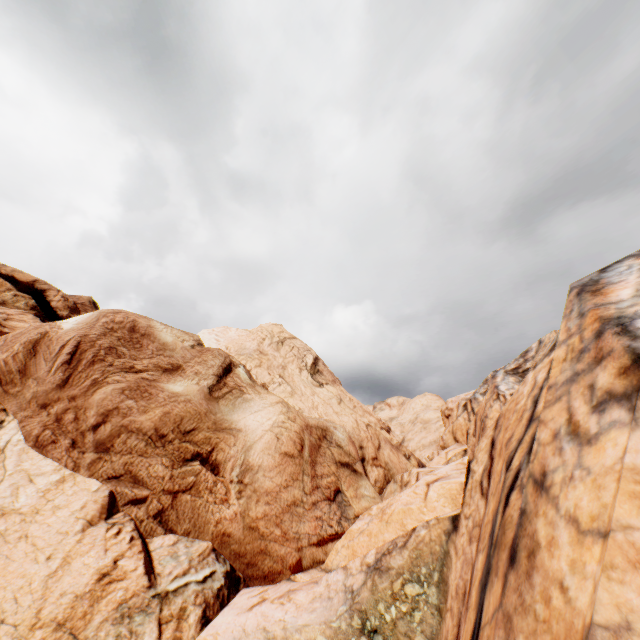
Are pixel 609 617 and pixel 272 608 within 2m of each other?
no
